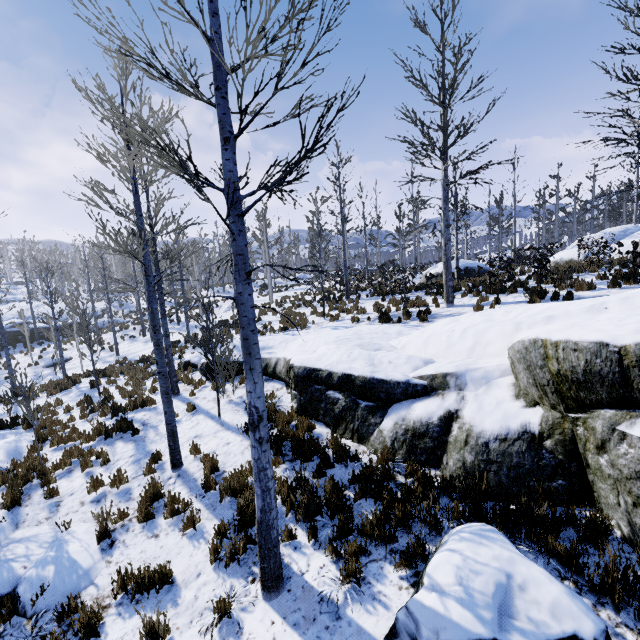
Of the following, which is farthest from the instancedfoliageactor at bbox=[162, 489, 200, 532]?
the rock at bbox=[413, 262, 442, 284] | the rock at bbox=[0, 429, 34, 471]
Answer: the rock at bbox=[0, 429, 34, 471]

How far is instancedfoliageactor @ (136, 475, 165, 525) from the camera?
5.98m

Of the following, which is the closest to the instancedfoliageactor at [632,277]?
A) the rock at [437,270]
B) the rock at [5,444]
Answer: the rock at [437,270]

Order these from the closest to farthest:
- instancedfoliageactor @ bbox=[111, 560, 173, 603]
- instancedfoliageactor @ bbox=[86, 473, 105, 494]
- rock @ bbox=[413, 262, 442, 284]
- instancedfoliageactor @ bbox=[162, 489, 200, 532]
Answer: instancedfoliageactor @ bbox=[111, 560, 173, 603] < instancedfoliageactor @ bbox=[162, 489, 200, 532] < instancedfoliageactor @ bbox=[86, 473, 105, 494] < rock @ bbox=[413, 262, 442, 284]

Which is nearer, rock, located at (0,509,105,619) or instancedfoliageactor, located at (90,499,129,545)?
rock, located at (0,509,105,619)

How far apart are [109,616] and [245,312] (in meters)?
4.73
